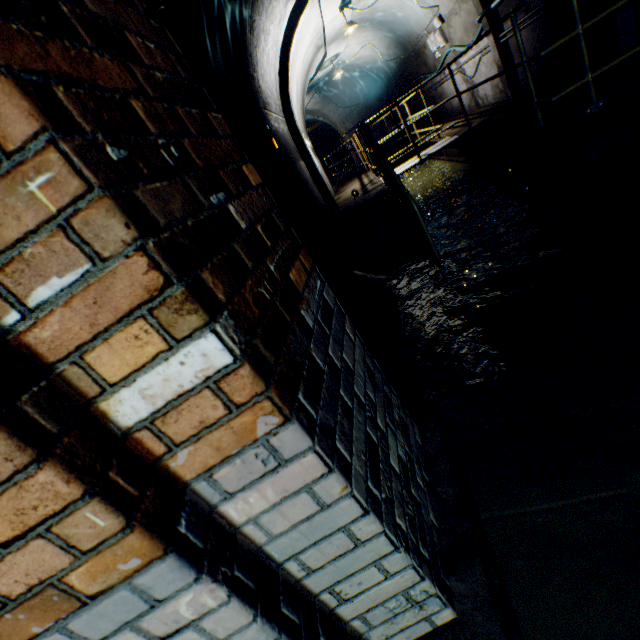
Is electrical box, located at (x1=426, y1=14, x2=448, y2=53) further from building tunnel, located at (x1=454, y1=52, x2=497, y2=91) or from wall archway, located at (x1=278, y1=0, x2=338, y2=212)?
wall archway, located at (x1=278, y1=0, x2=338, y2=212)

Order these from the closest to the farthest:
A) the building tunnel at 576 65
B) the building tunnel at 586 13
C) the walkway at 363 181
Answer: Result: the building tunnel at 586 13 < the building tunnel at 576 65 < the walkway at 363 181

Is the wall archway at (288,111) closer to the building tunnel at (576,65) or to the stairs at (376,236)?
the building tunnel at (576,65)

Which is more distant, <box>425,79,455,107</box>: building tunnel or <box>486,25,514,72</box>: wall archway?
<box>425,79,455,107</box>: building tunnel

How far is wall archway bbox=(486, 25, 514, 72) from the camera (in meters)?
6.16

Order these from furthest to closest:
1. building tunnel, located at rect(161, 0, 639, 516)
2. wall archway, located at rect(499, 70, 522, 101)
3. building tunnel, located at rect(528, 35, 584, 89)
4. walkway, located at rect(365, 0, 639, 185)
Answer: wall archway, located at rect(499, 70, 522, 101)
building tunnel, located at rect(528, 35, 584, 89)
walkway, located at rect(365, 0, 639, 185)
building tunnel, located at rect(161, 0, 639, 516)

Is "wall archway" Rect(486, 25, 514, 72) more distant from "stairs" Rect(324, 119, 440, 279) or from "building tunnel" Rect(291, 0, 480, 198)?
"stairs" Rect(324, 119, 440, 279)

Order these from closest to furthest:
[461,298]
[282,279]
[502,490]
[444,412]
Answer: [282,279] < [502,490] < [444,412] < [461,298]
